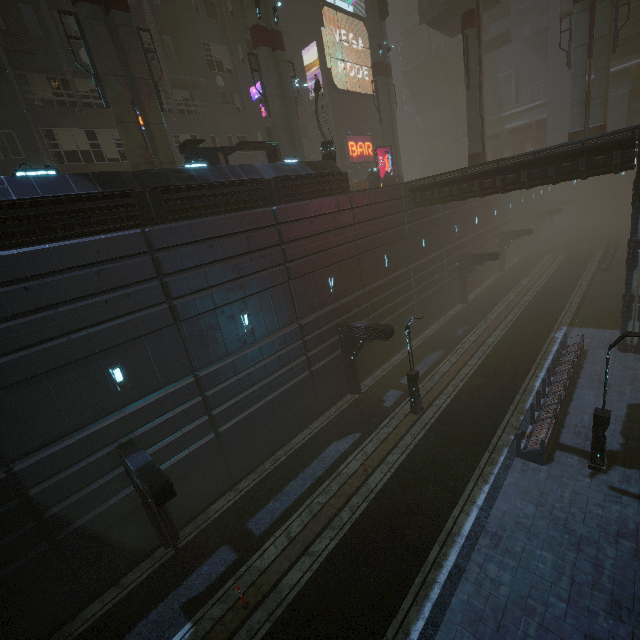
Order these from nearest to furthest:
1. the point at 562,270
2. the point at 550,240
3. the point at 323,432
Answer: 1. the point at 323,432
2. the point at 562,270
3. the point at 550,240

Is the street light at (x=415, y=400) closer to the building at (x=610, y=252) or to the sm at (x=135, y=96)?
the building at (x=610, y=252)

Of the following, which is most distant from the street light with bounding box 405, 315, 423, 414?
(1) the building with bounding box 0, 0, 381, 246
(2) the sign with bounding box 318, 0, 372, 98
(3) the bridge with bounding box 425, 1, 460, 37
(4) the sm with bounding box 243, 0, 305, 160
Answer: (3) the bridge with bounding box 425, 1, 460, 37

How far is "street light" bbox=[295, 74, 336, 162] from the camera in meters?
19.3 m

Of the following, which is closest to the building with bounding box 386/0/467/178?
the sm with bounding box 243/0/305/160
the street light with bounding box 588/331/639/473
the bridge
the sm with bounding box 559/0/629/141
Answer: the bridge

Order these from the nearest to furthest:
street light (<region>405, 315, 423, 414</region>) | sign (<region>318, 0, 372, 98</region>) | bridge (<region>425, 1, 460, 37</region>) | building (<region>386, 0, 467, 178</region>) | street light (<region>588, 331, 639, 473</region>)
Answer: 1. street light (<region>588, 331, 639, 473</region>)
2. street light (<region>405, 315, 423, 414</region>)
3. bridge (<region>425, 1, 460, 37</region>)
4. sign (<region>318, 0, 372, 98</region>)
5. building (<region>386, 0, 467, 178</region>)

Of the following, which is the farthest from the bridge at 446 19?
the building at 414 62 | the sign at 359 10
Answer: the building at 414 62

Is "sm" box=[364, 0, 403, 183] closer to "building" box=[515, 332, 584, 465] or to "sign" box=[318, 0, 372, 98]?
"building" box=[515, 332, 584, 465]
